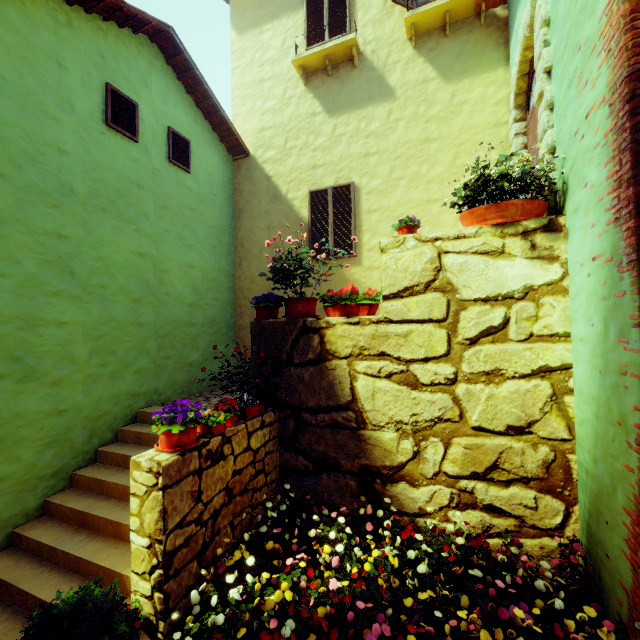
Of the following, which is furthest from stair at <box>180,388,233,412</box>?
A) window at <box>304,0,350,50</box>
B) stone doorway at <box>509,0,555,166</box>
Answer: window at <box>304,0,350,50</box>

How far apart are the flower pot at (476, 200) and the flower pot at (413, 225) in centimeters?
49cm

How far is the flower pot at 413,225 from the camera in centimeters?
404cm

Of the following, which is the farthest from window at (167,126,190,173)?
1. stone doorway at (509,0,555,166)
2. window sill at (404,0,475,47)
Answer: window sill at (404,0,475,47)

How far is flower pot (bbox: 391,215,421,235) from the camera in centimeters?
404cm

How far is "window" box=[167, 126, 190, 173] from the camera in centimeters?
639cm

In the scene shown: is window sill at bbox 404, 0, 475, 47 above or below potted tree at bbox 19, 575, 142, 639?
above

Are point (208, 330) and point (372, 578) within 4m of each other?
no
